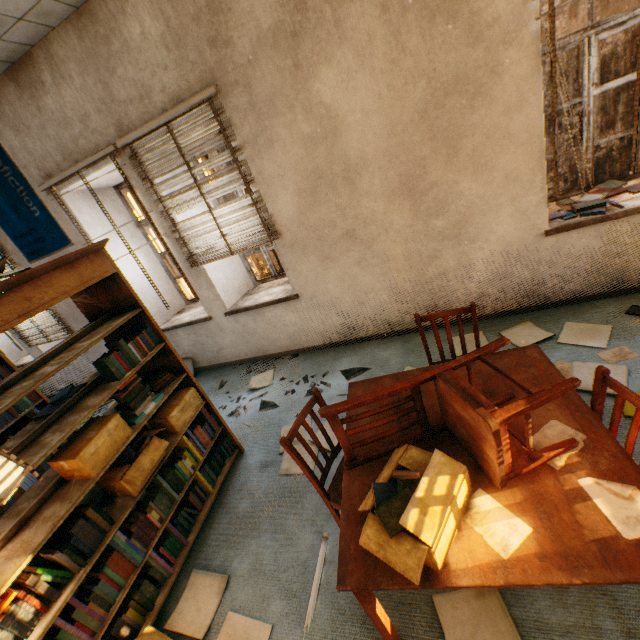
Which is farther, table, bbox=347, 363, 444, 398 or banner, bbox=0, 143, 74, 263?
banner, bbox=0, 143, 74, 263

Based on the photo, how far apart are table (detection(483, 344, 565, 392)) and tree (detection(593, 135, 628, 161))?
7.55m

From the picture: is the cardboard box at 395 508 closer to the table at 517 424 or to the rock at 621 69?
the table at 517 424

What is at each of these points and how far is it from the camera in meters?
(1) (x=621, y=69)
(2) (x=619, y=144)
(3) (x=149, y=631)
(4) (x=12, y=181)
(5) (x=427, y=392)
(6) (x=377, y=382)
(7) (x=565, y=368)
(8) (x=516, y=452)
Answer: (1) rock, 26.4 m
(2) tree, 6.6 m
(3) cardboard box, 1.9 m
(4) banner, 3.9 m
(5) table, 1.9 m
(6) table, 2.2 m
(7) paper, 2.6 m
(8) table, 1.4 m

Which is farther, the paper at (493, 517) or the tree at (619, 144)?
the tree at (619, 144)

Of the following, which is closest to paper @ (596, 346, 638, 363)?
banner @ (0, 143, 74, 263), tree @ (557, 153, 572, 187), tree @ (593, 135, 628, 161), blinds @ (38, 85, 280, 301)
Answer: blinds @ (38, 85, 280, 301)

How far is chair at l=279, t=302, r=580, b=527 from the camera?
1.2m

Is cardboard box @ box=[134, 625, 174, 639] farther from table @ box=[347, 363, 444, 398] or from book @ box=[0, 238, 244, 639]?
table @ box=[347, 363, 444, 398]
